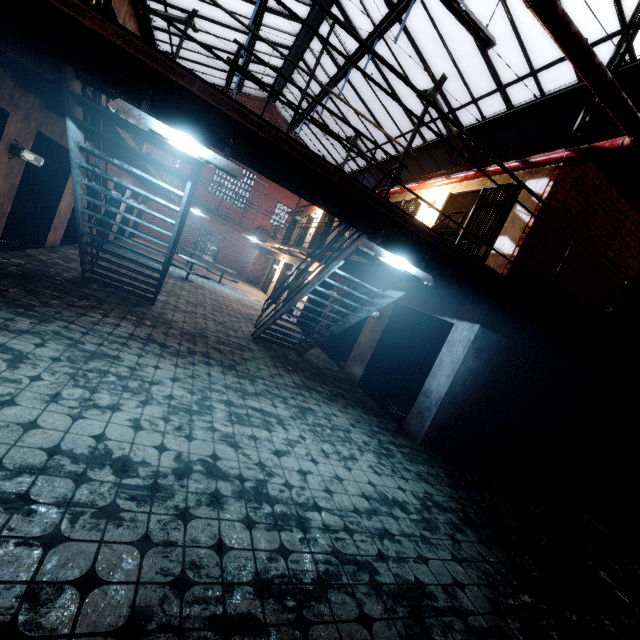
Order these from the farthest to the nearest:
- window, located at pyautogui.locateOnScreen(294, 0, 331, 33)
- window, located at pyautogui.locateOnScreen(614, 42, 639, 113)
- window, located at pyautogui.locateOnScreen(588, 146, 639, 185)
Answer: window, located at pyautogui.locateOnScreen(294, 0, 331, 33) < window, located at pyautogui.locateOnScreen(588, 146, 639, 185) < window, located at pyautogui.locateOnScreen(614, 42, 639, 113)

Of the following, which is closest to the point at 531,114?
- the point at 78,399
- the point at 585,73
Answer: the point at 585,73

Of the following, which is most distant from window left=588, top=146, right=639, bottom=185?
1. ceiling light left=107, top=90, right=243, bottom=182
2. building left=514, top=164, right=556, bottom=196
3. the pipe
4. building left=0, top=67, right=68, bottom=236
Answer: ceiling light left=107, top=90, right=243, bottom=182

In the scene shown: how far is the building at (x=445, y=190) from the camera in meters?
7.1 m

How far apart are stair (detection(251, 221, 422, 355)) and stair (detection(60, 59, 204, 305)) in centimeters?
238cm

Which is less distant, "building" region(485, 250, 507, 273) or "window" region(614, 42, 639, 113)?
"building" region(485, 250, 507, 273)

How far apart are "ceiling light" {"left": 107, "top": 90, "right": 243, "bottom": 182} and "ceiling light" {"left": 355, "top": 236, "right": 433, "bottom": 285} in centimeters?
145cm

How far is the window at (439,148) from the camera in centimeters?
1258cm
